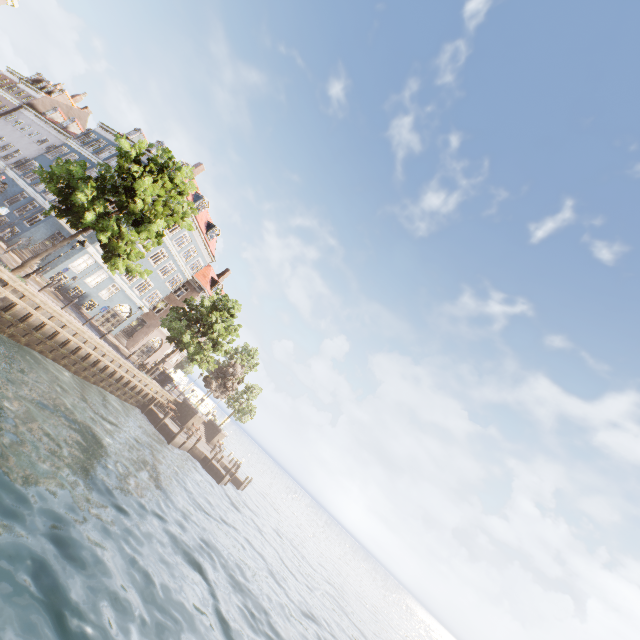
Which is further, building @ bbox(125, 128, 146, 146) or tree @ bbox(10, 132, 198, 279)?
building @ bbox(125, 128, 146, 146)

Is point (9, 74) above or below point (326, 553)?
above

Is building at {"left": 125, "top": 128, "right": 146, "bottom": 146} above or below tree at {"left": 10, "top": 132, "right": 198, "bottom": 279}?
above

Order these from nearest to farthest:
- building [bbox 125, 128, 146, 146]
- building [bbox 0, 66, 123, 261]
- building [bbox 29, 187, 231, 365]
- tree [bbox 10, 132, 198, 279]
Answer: tree [bbox 10, 132, 198, 279] < building [bbox 0, 66, 123, 261] < building [bbox 29, 187, 231, 365] < building [bbox 125, 128, 146, 146]

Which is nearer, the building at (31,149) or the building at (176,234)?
the building at (31,149)

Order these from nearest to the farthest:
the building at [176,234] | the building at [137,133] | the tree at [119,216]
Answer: the tree at [119,216] → the building at [176,234] → the building at [137,133]

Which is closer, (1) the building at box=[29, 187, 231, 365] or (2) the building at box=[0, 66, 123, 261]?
(2) the building at box=[0, 66, 123, 261]
